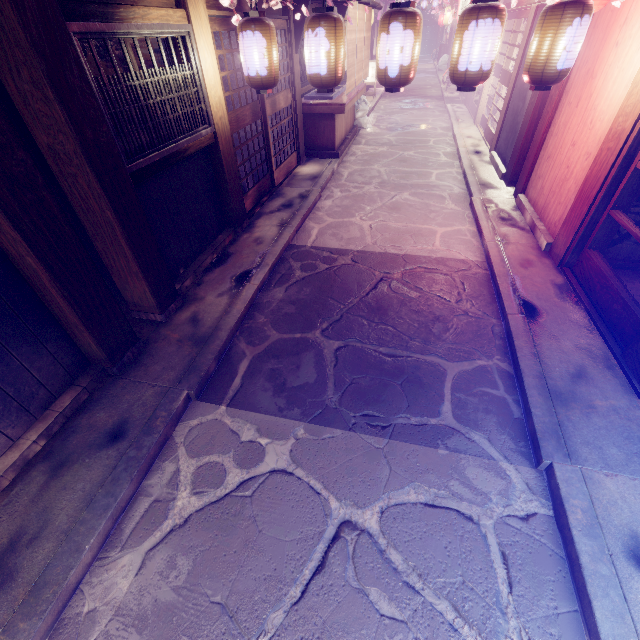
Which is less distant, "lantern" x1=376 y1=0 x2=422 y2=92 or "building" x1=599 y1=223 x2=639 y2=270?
"lantern" x1=376 y1=0 x2=422 y2=92

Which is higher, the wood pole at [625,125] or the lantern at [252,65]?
the lantern at [252,65]

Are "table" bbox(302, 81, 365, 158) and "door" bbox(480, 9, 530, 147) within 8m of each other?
yes

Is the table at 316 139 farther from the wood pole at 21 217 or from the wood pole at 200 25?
the wood pole at 21 217

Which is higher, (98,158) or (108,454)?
(98,158)

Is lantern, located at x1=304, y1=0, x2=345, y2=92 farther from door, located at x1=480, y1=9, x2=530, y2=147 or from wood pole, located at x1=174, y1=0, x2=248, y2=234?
door, located at x1=480, y1=9, x2=530, y2=147

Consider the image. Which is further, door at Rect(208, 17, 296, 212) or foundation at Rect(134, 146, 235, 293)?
door at Rect(208, 17, 296, 212)

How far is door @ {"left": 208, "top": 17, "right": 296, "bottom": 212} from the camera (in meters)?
8.96
